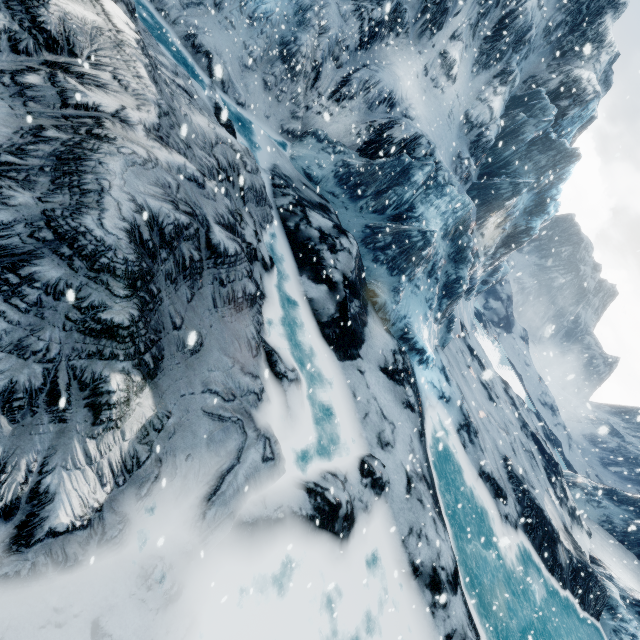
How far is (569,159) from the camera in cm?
2738
